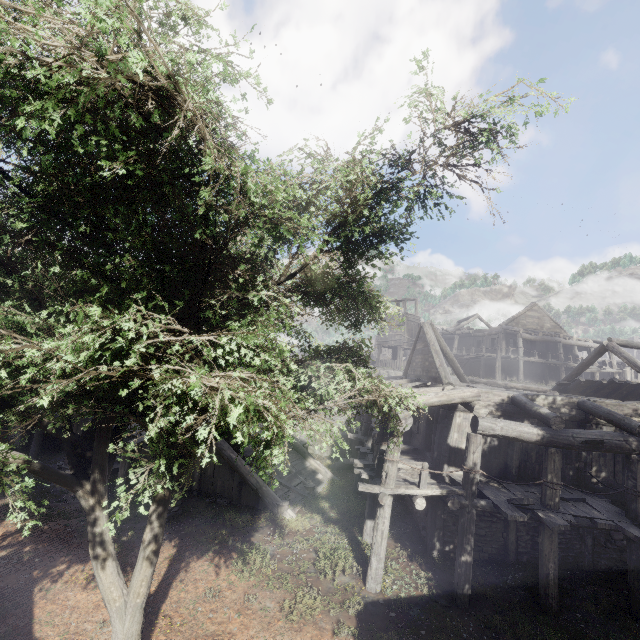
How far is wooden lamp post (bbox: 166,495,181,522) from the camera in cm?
1246

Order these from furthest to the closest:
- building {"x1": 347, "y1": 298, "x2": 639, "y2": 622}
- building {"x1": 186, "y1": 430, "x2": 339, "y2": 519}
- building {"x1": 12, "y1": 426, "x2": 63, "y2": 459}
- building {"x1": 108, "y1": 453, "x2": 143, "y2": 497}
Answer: building {"x1": 12, "y1": 426, "x2": 63, "y2": 459} < building {"x1": 108, "y1": 453, "x2": 143, "y2": 497} < building {"x1": 186, "y1": 430, "x2": 339, "y2": 519} < building {"x1": 347, "y1": 298, "x2": 639, "y2": 622}

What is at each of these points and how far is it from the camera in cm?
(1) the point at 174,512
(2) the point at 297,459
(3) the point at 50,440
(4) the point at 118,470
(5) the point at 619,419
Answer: (1) wooden lamp post, 1272
(2) building, 1773
(3) building, 2067
(4) building, 1658
(5) building, 983

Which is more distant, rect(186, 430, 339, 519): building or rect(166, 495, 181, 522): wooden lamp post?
rect(186, 430, 339, 519): building

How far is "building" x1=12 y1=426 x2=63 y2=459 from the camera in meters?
18.4 m

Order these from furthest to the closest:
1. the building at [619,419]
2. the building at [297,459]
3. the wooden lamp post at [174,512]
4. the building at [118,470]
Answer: the building at [118,470]
the building at [297,459]
the wooden lamp post at [174,512]
the building at [619,419]

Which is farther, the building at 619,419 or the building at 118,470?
the building at 118,470

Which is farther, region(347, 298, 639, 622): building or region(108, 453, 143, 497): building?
region(108, 453, 143, 497): building
